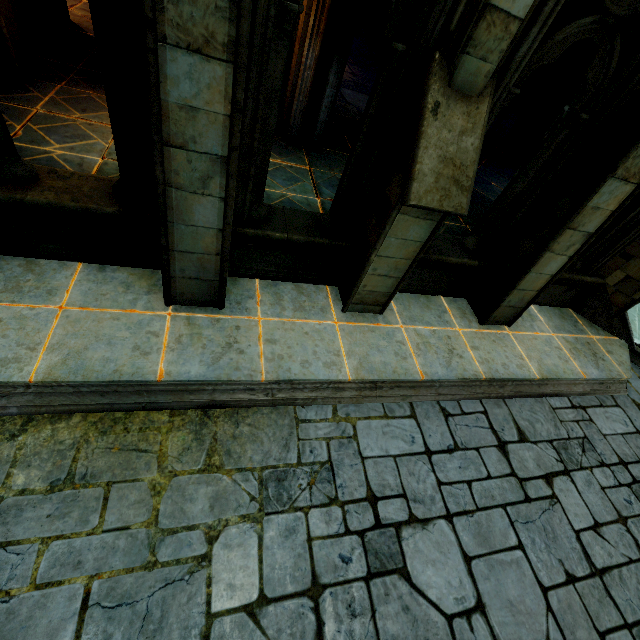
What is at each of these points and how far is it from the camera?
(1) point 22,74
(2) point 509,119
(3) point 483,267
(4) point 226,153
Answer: (1) stone column, 5.25m
(2) buttress, 12.39m
(3) wall trim, 5.36m
(4) stone column, 2.97m

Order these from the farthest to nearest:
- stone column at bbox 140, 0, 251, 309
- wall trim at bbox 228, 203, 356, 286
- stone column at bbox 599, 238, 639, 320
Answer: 1. stone column at bbox 599, 238, 639, 320
2. wall trim at bbox 228, 203, 356, 286
3. stone column at bbox 140, 0, 251, 309

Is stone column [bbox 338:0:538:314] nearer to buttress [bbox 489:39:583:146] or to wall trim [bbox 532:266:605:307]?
wall trim [bbox 532:266:605:307]

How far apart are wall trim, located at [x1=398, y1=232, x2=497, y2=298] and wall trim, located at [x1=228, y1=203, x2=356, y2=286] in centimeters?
53cm

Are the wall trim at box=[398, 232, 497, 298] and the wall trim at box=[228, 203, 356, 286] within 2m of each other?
yes

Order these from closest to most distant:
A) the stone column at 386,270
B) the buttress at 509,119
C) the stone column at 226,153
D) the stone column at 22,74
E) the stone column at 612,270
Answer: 1. the stone column at 226,153
2. the stone column at 386,270
3. the stone column at 22,74
4. the stone column at 612,270
5. the buttress at 509,119

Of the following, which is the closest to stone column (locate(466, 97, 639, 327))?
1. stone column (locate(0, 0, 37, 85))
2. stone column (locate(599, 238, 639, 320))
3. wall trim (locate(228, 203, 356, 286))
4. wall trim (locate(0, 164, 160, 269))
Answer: stone column (locate(599, 238, 639, 320))

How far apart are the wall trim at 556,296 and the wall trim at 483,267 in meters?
0.6
